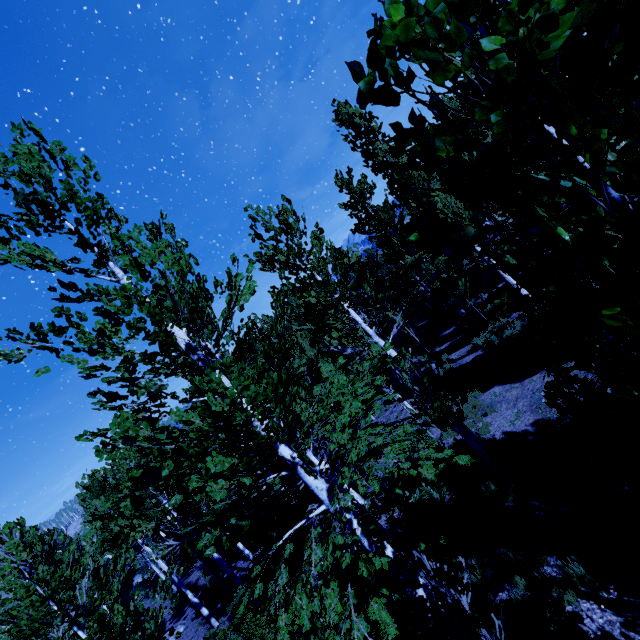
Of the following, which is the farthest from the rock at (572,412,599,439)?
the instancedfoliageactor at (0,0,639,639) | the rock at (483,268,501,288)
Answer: the rock at (483,268,501,288)

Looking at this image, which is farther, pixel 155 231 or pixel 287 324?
pixel 287 324

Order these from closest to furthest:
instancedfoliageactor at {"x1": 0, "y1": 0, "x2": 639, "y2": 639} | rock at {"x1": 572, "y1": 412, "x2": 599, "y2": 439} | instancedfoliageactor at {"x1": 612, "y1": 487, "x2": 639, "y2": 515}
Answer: instancedfoliageactor at {"x1": 0, "y1": 0, "x2": 639, "y2": 639}, instancedfoliageactor at {"x1": 612, "y1": 487, "x2": 639, "y2": 515}, rock at {"x1": 572, "y1": 412, "x2": 599, "y2": 439}

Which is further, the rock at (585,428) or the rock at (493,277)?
the rock at (493,277)

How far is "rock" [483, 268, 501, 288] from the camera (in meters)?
20.39

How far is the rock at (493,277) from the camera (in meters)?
20.39

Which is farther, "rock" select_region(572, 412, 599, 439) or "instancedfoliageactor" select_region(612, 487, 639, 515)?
"rock" select_region(572, 412, 599, 439)
